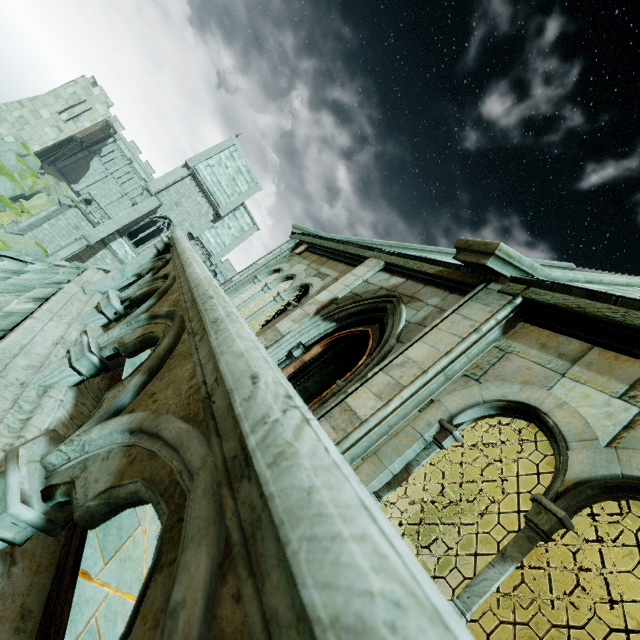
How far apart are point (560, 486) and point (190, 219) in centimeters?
3342cm

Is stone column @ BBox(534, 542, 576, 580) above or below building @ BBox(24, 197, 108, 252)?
above

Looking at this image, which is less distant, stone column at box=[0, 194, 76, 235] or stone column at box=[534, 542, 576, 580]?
stone column at box=[534, 542, 576, 580]

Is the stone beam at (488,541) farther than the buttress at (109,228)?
No

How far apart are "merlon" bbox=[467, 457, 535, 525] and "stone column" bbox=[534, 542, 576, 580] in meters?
1.7 m

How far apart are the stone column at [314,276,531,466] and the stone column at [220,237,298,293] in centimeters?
615cm

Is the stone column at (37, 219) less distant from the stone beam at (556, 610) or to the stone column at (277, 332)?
the stone column at (277, 332)

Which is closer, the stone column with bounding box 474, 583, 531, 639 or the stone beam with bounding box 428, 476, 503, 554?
the stone column with bounding box 474, 583, 531, 639
